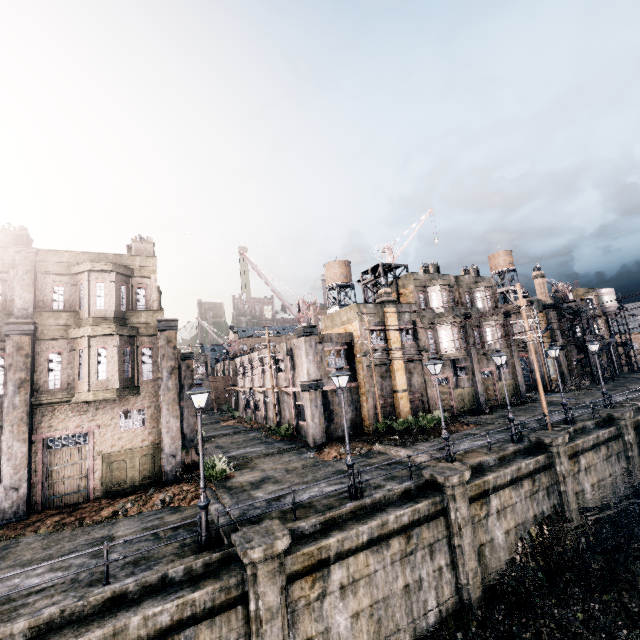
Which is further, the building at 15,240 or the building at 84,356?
the building at 84,356

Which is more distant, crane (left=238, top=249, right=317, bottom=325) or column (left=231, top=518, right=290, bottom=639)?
crane (left=238, top=249, right=317, bottom=325)

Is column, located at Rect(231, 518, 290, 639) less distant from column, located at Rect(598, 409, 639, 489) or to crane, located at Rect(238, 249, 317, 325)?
crane, located at Rect(238, 249, 317, 325)

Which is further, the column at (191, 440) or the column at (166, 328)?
the column at (191, 440)

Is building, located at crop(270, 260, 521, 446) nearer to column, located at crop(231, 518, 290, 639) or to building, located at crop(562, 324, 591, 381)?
column, located at crop(231, 518, 290, 639)

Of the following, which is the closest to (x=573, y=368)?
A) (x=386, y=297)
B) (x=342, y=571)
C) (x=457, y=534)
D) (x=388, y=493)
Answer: (x=386, y=297)

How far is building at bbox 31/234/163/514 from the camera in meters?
16.9

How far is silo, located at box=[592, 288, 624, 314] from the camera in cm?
5103
